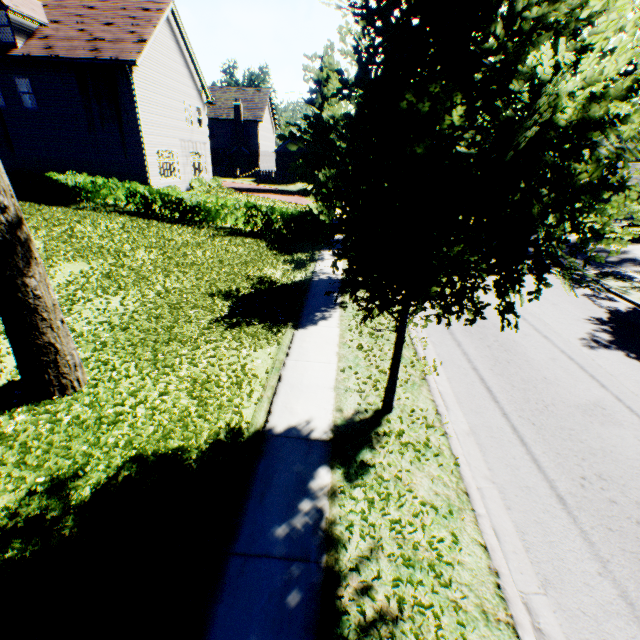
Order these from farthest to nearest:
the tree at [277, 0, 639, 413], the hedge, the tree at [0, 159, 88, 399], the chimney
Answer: the chimney < the hedge < the tree at [0, 159, 88, 399] < the tree at [277, 0, 639, 413]

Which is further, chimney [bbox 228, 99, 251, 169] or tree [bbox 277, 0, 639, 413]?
chimney [bbox 228, 99, 251, 169]

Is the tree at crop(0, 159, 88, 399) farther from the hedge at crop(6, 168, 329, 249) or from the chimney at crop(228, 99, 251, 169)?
the chimney at crop(228, 99, 251, 169)

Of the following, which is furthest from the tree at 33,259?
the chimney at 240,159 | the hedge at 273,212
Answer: the chimney at 240,159

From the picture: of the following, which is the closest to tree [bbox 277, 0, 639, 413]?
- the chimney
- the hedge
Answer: the hedge

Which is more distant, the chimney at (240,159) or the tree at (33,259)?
the chimney at (240,159)

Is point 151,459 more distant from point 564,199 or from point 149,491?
point 564,199
